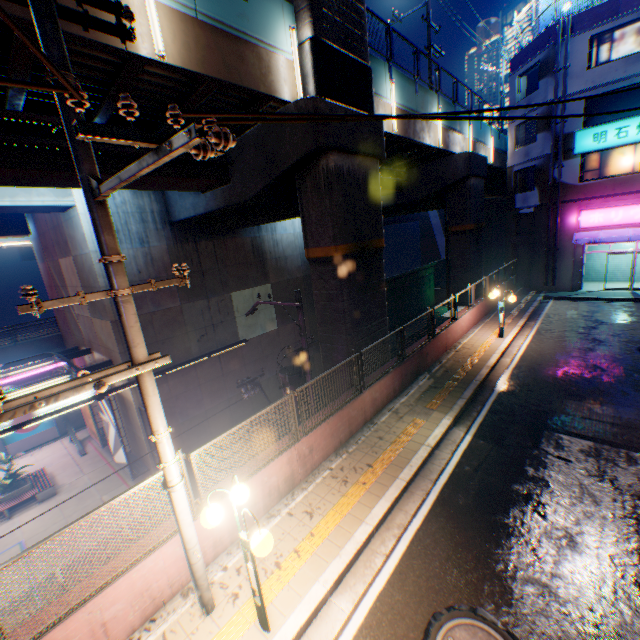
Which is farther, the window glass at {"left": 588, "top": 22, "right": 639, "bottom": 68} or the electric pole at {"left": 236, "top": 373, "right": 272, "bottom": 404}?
the window glass at {"left": 588, "top": 22, "right": 639, "bottom": 68}

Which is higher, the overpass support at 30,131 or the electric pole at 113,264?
the overpass support at 30,131

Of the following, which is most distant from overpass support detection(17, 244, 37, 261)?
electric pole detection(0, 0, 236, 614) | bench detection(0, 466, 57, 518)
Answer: bench detection(0, 466, 57, 518)

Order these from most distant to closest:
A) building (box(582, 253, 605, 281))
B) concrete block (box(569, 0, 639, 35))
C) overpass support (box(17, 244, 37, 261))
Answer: overpass support (box(17, 244, 37, 261)) < building (box(582, 253, 605, 281)) < concrete block (box(569, 0, 639, 35))

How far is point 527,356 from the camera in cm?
1295

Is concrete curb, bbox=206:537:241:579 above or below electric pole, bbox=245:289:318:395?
below

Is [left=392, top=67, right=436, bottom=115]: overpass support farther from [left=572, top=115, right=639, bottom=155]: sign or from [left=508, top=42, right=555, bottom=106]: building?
[left=572, top=115, right=639, bottom=155]: sign

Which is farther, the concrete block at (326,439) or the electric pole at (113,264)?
the concrete block at (326,439)
